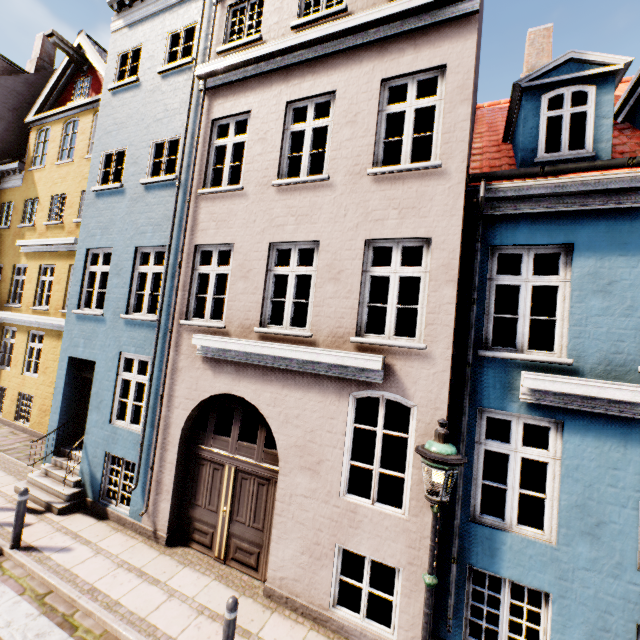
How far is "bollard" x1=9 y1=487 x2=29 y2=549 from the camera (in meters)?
6.17

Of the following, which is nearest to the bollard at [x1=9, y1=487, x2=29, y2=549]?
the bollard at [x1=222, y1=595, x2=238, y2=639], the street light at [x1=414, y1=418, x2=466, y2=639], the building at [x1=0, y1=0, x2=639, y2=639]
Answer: the building at [x1=0, y1=0, x2=639, y2=639]

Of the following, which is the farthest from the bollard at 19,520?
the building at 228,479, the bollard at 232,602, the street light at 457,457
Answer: the street light at 457,457

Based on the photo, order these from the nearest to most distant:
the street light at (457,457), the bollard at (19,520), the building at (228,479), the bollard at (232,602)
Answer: the street light at (457,457) < the bollard at (232,602) < the building at (228,479) < the bollard at (19,520)

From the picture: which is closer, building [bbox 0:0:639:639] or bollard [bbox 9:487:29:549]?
building [bbox 0:0:639:639]

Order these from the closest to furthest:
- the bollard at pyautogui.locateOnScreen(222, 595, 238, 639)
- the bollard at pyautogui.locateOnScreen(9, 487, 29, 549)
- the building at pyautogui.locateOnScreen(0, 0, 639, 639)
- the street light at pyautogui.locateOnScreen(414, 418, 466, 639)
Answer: the street light at pyautogui.locateOnScreen(414, 418, 466, 639)
the bollard at pyautogui.locateOnScreen(222, 595, 238, 639)
the building at pyautogui.locateOnScreen(0, 0, 639, 639)
the bollard at pyautogui.locateOnScreen(9, 487, 29, 549)

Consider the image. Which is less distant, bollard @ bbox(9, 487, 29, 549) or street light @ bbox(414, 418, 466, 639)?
street light @ bbox(414, 418, 466, 639)

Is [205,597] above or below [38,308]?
below
